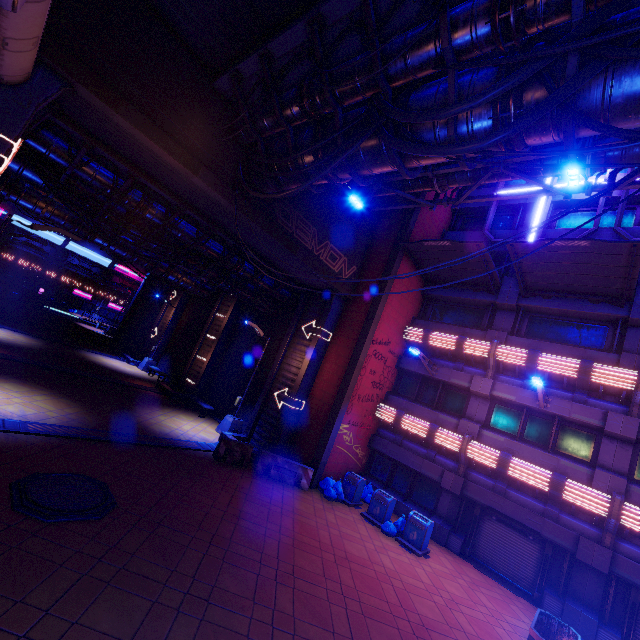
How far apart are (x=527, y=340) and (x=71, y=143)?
19.9 meters

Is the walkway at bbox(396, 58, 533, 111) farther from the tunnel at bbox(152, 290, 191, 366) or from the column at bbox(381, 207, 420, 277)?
the tunnel at bbox(152, 290, 191, 366)

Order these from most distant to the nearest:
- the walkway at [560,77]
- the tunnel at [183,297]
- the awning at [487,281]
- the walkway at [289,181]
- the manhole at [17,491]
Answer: the tunnel at [183,297] → the awning at [487,281] → the walkway at [289,181] → the manhole at [17,491] → the walkway at [560,77]

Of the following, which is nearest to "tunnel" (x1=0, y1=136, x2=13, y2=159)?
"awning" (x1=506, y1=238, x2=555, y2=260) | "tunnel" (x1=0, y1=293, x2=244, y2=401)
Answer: "tunnel" (x1=0, y1=293, x2=244, y2=401)

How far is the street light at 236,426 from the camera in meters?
17.2 m

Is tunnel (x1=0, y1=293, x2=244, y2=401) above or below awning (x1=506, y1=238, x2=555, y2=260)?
below

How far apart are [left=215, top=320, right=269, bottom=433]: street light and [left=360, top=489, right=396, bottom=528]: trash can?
7.3m

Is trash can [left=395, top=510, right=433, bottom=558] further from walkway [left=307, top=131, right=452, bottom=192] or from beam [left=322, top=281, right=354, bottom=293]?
walkway [left=307, top=131, right=452, bottom=192]
